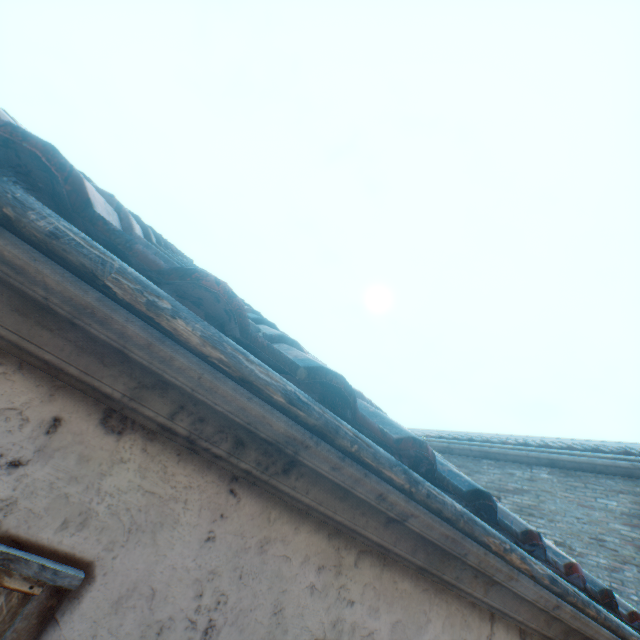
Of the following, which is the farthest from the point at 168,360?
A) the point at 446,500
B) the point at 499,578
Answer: the point at 499,578

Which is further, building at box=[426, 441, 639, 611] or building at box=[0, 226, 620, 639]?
building at box=[426, 441, 639, 611]

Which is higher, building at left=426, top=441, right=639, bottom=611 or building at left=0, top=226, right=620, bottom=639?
building at left=426, top=441, right=639, bottom=611

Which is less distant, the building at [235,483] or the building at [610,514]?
the building at [235,483]

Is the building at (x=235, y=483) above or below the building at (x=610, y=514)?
below
